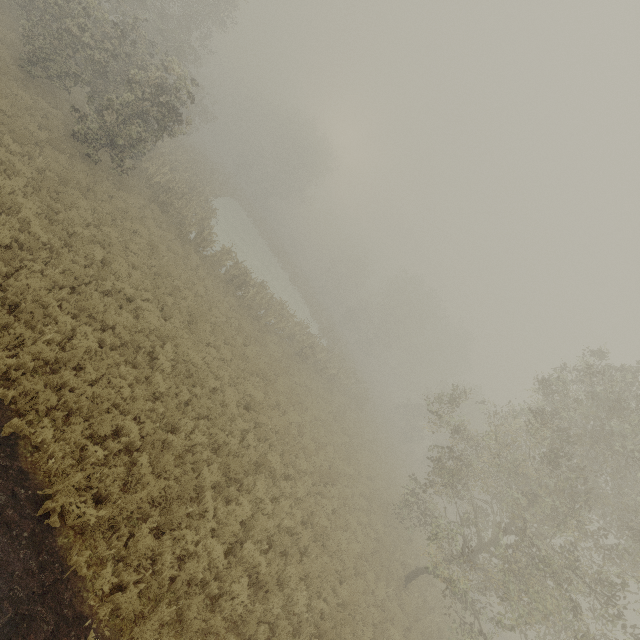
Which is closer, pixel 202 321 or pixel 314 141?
pixel 202 321
